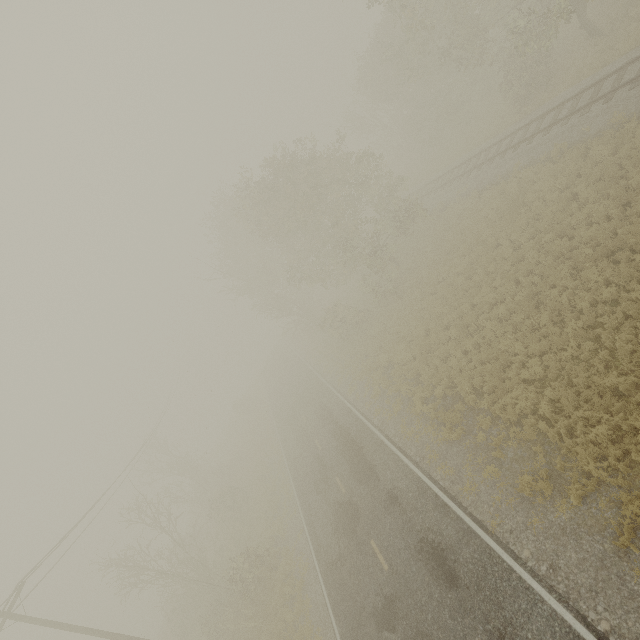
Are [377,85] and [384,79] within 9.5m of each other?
yes
